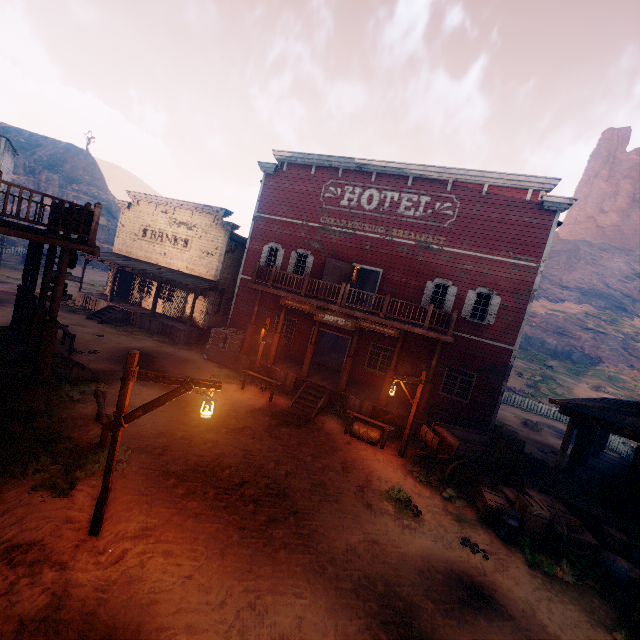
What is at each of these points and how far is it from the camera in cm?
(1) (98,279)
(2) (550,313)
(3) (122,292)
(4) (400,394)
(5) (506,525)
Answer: (1) z, 3850
(2) z, 4997
(3) bp, 2464
(4) barrel, 1623
(5) milk, 859

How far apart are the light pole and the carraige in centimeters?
775cm

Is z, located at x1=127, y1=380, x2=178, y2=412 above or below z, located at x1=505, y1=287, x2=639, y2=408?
below

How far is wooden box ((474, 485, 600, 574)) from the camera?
8.2 meters

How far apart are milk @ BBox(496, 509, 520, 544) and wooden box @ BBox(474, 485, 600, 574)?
0.09m

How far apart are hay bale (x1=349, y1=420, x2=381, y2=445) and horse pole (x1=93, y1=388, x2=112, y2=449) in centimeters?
819cm

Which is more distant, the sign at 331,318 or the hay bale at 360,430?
the sign at 331,318

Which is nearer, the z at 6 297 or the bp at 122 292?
the z at 6 297
